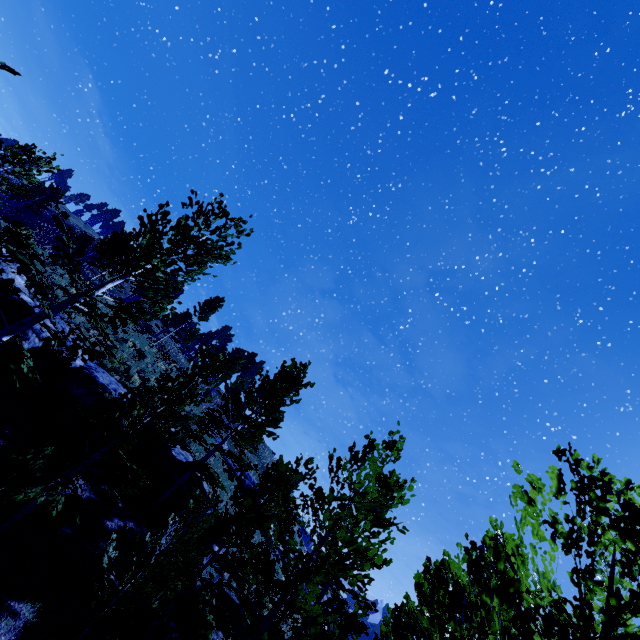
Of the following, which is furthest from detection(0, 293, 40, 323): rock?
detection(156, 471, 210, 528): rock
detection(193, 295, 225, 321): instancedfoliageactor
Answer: detection(193, 295, 225, 321): instancedfoliageactor

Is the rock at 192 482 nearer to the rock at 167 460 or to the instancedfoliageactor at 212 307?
the rock at 167 460

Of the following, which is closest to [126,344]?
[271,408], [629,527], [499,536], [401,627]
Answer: [271,408]

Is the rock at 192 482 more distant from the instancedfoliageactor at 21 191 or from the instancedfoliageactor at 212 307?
the instancedfoliageactor at 212 307

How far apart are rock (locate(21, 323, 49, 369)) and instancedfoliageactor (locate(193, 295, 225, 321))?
28.82m

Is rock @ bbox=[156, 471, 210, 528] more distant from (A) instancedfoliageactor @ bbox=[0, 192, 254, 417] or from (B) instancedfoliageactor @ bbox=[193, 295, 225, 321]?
(B) instancedfoliageactor @ bbox=[193, 295, 225, 321]

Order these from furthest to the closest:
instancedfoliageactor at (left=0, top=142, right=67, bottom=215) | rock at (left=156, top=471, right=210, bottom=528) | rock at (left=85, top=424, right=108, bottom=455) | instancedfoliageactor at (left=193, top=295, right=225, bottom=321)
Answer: instancedfoliageactor at (left=193, top=295, right=225, bottom=321) → rock at (left=156, top=471, right=210, bottom=528) → instancedfoliageactor at (left=0, top=142, right=67, bottom=215) → rock at (left=85, top=424, right=108, bottom=455)

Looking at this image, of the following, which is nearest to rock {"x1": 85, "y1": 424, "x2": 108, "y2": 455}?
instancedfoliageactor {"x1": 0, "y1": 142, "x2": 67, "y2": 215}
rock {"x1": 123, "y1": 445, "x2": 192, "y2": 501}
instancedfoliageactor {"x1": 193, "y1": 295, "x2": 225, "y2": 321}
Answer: rock {"x1": 123, "y1": 445, "x2": 192, "y2": 501}
